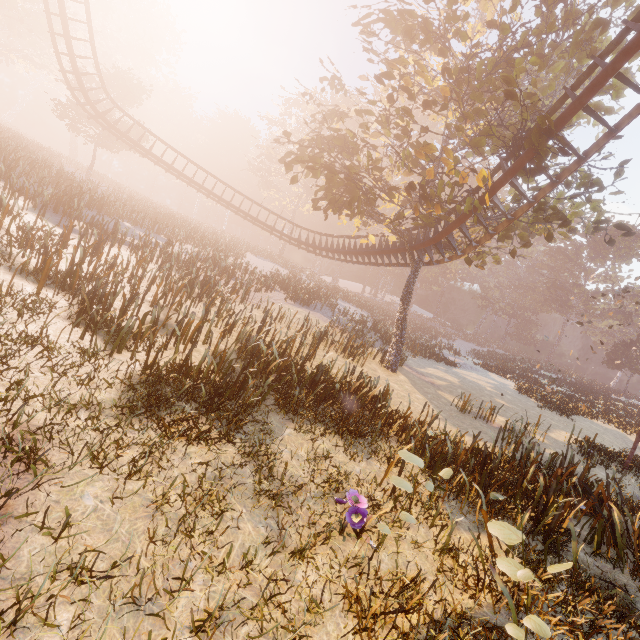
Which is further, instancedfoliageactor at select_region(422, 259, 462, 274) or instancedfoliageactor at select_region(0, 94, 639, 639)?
instancedfoliageactor at select_region(422, 259, 462, 274)

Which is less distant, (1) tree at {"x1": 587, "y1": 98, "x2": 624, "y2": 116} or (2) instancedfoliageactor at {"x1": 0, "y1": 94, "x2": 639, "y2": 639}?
(2) instancedfoliageactor at {"x1": 0, "y1": 94, "x2": 639, "y2": 639}

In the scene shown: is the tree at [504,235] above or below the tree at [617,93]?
below

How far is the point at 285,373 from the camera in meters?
9.9 m

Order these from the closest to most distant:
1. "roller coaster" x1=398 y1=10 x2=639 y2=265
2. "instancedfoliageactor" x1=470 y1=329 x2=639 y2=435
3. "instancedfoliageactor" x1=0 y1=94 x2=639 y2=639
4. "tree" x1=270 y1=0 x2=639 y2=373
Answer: "instancedfoliageactor" x1=0 y1=94 x2=639 y2=639, "roller coaster" x1=398 y1=10 x2=639 y2=265, "tree" x1=270 y1=0 x2=639 y2=373, "instancedfoliageactor" x1=470 y1=329 x2=639 y2=435

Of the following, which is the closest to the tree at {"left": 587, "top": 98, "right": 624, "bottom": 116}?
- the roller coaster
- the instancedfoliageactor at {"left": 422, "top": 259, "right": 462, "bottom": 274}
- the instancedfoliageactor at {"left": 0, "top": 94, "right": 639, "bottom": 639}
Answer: the roller coaster

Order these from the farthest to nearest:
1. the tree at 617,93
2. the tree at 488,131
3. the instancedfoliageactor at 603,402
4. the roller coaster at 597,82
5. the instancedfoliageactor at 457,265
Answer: the instancedfoliageactor at 457,265, the instancedfoliageactor at 603,402, the tree at 617,93, the tree at 488,131, the roller coaster at 597,82
